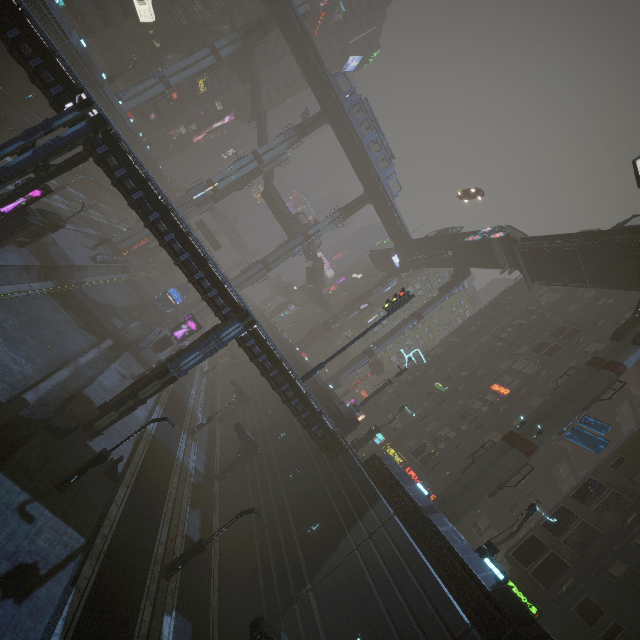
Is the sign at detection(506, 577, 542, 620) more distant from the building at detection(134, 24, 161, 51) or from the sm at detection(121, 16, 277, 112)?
the sm at detection(121, 16, 277, 112)

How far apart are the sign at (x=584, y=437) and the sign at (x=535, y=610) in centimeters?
992cm

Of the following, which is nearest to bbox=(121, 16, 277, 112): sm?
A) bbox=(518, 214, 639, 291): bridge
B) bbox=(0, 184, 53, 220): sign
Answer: bbox=(0, 184, 53, 220): sign

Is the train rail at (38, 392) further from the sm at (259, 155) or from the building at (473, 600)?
the sm at (259, 155)

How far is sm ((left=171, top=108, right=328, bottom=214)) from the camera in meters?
51.7 m

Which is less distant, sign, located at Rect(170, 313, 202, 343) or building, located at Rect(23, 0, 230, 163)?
building, located at Rect(23, 0, 230, 163)

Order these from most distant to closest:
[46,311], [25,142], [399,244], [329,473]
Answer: [399,244]
[46,311]
[329,473]
[25,142]

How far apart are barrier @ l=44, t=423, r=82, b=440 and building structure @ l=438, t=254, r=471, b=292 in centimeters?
4387cm
